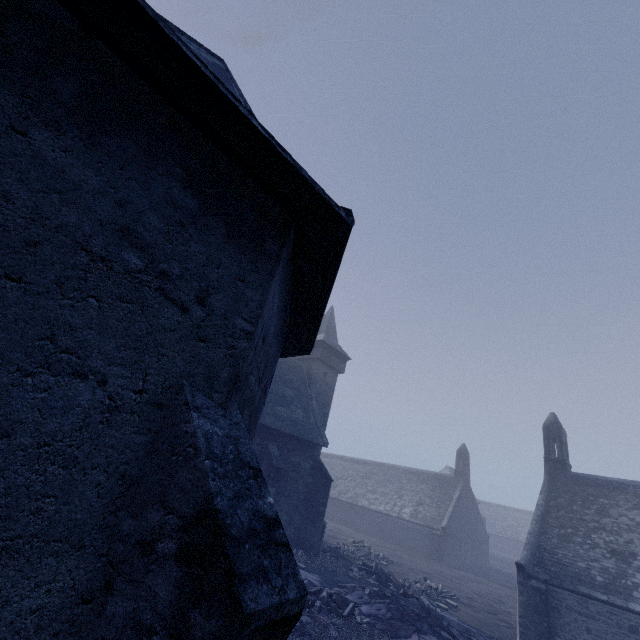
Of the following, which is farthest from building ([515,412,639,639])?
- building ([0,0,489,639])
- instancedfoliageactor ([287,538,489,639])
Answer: building ([0,0,489,639])

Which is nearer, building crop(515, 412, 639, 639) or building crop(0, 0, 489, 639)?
building crop(0, 0, 489, 639)

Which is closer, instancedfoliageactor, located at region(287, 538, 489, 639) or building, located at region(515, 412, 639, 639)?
instancedfoliageactor, located at region(287, 538, 489, 639)

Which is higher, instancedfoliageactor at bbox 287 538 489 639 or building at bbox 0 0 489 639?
building at bbox 0 0 489 639

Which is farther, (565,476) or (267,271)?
(565,476)

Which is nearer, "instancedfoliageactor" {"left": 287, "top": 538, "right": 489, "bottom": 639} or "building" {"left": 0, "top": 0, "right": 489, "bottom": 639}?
"building" {"left": 0, "top": 0, "right": 489, "bottom": 639}

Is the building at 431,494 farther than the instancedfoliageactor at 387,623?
No

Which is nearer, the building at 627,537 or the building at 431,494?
the building at 431,494
